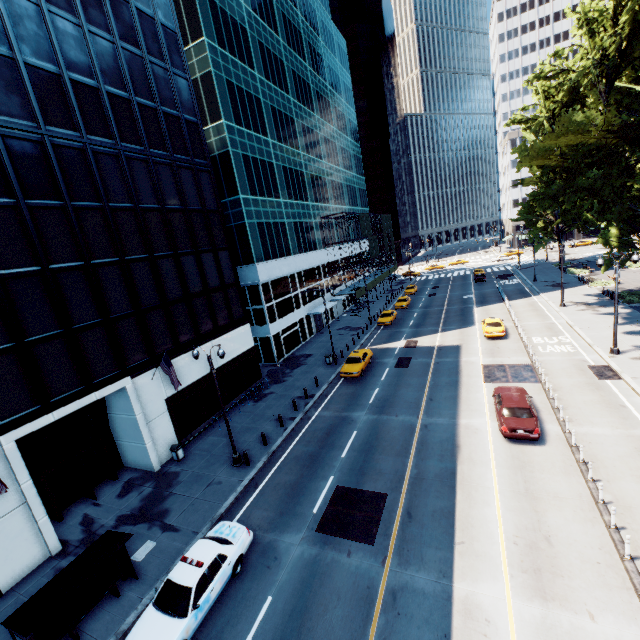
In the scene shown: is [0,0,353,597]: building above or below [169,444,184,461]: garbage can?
above

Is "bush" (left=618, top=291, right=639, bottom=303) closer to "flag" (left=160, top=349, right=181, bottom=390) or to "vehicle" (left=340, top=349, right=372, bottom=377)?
"vehicle" (left=340, top=349, right=372, bottom=377)

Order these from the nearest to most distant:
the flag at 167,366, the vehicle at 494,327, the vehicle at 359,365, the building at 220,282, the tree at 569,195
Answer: the building at 220,282 → the tree at 569,195 → the flag at 167,366 → the vehicle at 359,365 → the vehicle at 494,327

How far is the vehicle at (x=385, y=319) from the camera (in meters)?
41.62

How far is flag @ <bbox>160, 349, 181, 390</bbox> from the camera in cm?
1898

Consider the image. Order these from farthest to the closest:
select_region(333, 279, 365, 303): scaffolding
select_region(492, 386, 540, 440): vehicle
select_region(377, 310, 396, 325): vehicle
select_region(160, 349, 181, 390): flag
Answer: select_region(333, 279, 365, 303): scaffolding < select_region(377, 310, 396, 325): vehicle < select_region(160, 349, 181, 390): flag < select_region(492, 386, 540, 440): vehicle

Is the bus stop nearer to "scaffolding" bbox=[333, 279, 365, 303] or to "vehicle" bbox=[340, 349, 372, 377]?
"vehicle" bbox=[340, 349, 372, 377]

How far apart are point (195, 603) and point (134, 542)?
6.03m
